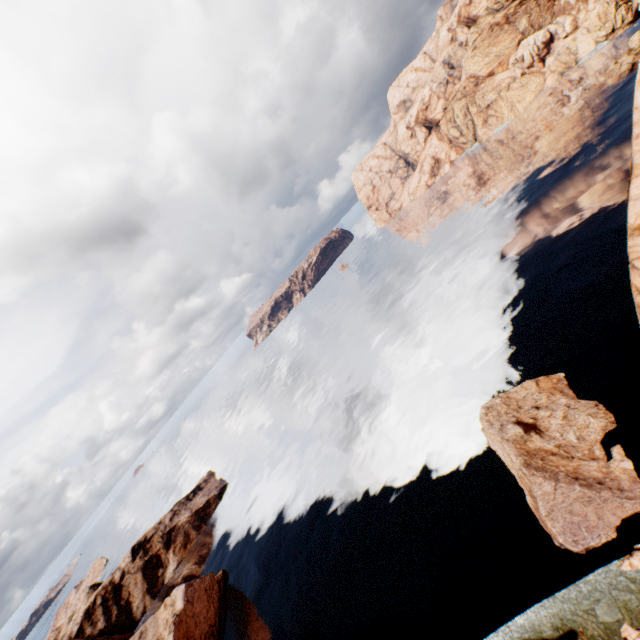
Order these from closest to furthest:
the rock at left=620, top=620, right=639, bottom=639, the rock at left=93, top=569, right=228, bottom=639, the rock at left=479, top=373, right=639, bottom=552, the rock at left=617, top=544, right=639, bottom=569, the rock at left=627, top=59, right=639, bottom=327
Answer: the rock at left=620, top=620, right=639, bottom=639 → the rock at left=617, top=544, right=639, bottom=569 → the rock at left=479, top=373, right=639, bottom=552 → the rock at left=627, top=59, right=639, bottom=327 → the rock at left=93, top=569, right=228, bottom=639

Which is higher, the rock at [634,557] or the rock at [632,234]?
the rock at [632,234]

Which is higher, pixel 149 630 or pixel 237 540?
pixel 149 630

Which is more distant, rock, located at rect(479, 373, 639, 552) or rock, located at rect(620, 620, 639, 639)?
rock, located at rect(479, 373, 639, 552)

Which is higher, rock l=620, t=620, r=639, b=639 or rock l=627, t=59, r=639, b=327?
rock l=627, t=59, r=639, b=327

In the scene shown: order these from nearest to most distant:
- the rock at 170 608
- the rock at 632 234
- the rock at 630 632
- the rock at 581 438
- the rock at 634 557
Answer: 1. the rock at 630 632
2. the rock at 634 557
3. the rock at 581 438
4. the rock at 632 234
5. the rock at 170 608
